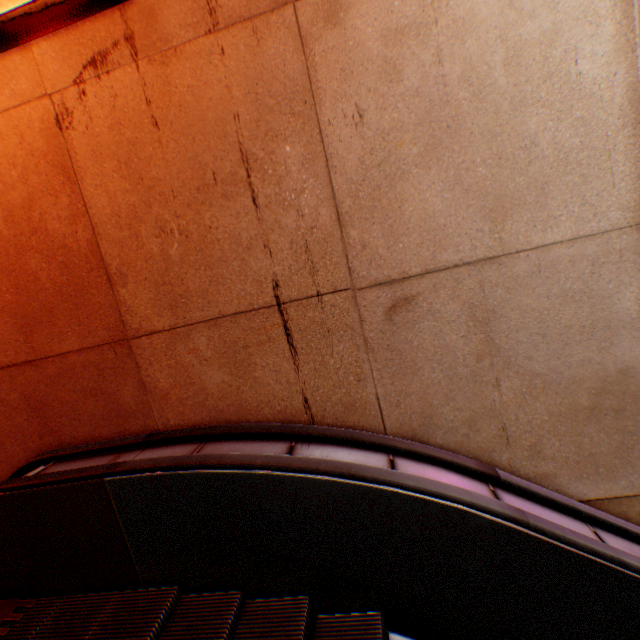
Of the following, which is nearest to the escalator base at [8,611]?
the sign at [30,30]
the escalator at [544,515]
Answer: the escalator at [544,515]

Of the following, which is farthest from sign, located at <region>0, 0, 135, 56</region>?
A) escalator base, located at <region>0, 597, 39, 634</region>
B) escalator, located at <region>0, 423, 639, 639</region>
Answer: escalator base, located at <region>0, 597, 39, 634</region>

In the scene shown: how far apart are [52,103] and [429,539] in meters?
3.1

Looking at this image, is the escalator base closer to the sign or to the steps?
the steps

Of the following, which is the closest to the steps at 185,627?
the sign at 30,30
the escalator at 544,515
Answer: the escalator at 544,515

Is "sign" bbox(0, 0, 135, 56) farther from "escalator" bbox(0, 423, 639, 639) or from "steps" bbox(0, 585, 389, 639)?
"steps" bbox(0, 585, 389, 639)

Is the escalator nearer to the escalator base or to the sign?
the escalator base
